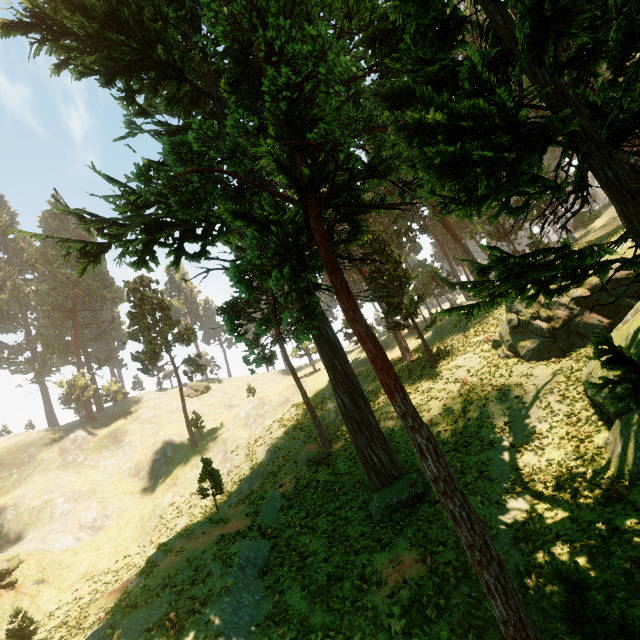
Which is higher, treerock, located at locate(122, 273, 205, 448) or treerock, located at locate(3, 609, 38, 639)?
treerock, located at locate(122, 273, 205, 448)

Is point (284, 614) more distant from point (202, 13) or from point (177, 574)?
point (202, 13)

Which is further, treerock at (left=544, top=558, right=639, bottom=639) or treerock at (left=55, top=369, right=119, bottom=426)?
treerock at (left=55, top=369, right=119, bottom=426)

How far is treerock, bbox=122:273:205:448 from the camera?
40.3m

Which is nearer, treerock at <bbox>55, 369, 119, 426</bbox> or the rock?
the rock

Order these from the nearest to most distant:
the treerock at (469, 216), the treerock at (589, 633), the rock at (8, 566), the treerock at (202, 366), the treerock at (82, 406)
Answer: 1. the treerock at (589, 633)
2. the treerock at (469, 216)
3. the rock at (8, 566)
4. the treerock at (202, 366)
5. the treerock at (82, 406)

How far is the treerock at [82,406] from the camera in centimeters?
5500cm
